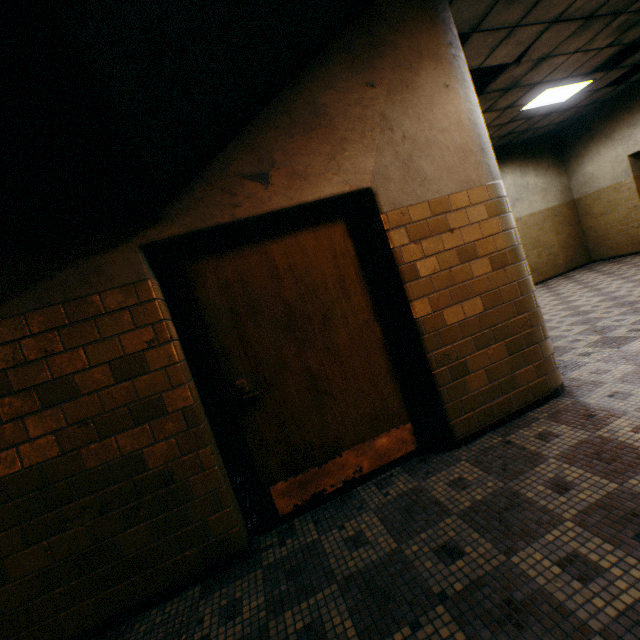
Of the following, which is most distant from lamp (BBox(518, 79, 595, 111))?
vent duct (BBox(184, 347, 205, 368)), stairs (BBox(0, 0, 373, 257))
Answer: vent duct (BBox(184, 347, 205, 368))

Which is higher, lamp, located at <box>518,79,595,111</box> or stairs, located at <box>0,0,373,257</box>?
lamp, located at <box>518,79,595,111</box>

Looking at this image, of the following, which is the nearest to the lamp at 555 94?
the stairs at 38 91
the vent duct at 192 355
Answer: the stairs at 38 91

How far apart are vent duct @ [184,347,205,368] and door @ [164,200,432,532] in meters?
5.8 m

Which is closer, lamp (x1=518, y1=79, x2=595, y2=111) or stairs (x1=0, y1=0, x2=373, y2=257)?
stairs (x1=0, y1=0, x2=373, y2=257)

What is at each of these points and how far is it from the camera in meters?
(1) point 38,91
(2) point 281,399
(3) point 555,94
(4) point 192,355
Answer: (1) stairs, 1.0 m
(2) door, 2.4 m
(3) lamp, 6.6 m
(4) vent duct, 7.7 m

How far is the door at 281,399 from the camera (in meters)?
2.35

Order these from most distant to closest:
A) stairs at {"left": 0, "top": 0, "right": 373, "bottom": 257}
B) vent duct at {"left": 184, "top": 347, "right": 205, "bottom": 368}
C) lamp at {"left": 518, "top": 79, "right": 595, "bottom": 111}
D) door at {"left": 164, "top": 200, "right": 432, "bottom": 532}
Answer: vent duct at {"left": 184, "top": 347, "right": 205, "bottom": 368} → lamp at {"left": 518, "top": 79, "right": 595, "bottom": 111} → door at {"left": 164, "top": 200, "right": 432, "bottom": 532} → stairs at {"left": 0, "top": 0, "right": 373, "bottom": 257}
